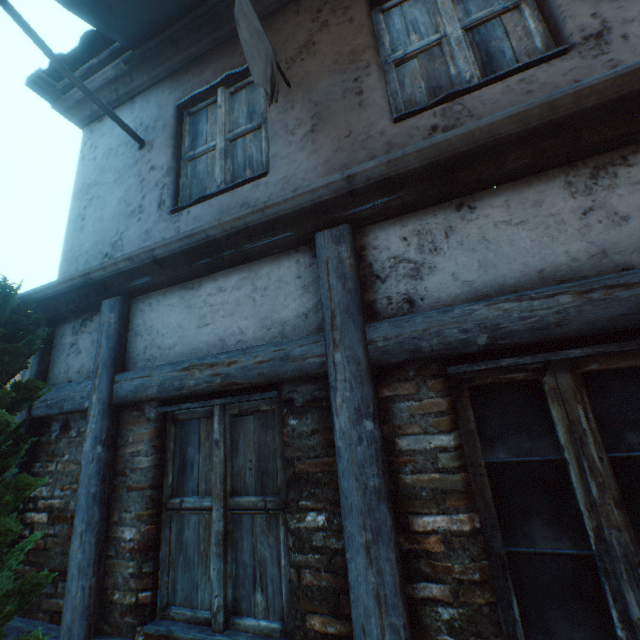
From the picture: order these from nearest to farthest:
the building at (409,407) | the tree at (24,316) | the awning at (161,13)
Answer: the building at (409,407) < the tree at (24,316) < the awning at (161,13)

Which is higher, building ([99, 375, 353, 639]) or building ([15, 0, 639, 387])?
building ([15, 0, 639, 387])

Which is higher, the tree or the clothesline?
the clothesline

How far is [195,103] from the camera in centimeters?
324cm

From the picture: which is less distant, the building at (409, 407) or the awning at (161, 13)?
the building at (409, 407)

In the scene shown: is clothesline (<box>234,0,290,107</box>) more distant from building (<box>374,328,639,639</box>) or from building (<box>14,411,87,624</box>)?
building (<box>374,328,639,639</box>)

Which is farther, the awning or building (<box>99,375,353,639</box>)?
the awning

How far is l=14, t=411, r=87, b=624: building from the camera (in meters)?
2.28
